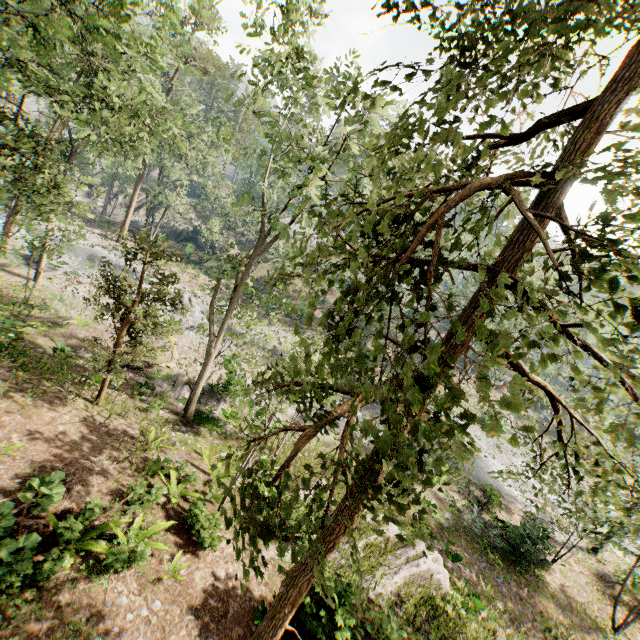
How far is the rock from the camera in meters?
48.2 m

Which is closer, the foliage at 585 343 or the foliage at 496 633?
the foliage at 585 343

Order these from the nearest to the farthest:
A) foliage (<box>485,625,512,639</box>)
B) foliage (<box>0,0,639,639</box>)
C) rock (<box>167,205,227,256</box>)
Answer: foliage (<box>0,0,639,639</box>)
foliage (<box>485,625,512,639</box>)
rock (<box>167,205,227,256</box>)

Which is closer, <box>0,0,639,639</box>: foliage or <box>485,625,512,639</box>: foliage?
<box>0,0,639,639</box>: foliage

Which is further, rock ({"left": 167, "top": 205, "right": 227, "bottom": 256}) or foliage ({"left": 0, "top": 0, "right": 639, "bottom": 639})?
rock ({"left": 167, "top": 205, "right": 227, "bottom": 256})

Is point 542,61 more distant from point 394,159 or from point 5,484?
point 5,484

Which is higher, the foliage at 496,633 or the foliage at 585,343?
the foliage at 585,343
